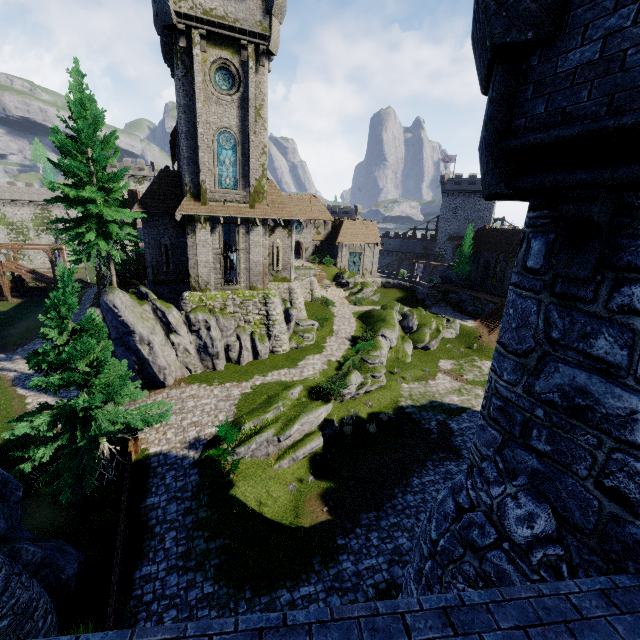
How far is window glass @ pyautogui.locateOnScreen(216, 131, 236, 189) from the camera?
22.17m

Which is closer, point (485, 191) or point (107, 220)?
point (485, 191)

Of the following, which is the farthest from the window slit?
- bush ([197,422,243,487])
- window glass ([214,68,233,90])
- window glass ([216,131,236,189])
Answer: bush ([197,422,243,487])

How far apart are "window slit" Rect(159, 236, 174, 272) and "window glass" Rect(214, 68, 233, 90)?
10.9 meters

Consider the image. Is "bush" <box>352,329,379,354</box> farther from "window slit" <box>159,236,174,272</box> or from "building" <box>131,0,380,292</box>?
"window slit" <box>159,236,174,272</box>

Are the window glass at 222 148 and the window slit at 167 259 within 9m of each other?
yes

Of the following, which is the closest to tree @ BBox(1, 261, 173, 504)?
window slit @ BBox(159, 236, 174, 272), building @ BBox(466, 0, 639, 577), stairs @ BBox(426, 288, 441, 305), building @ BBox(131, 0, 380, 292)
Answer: building @ BBox(131, 0, 380, 292)

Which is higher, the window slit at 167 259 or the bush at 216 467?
the window slit at 167 259
